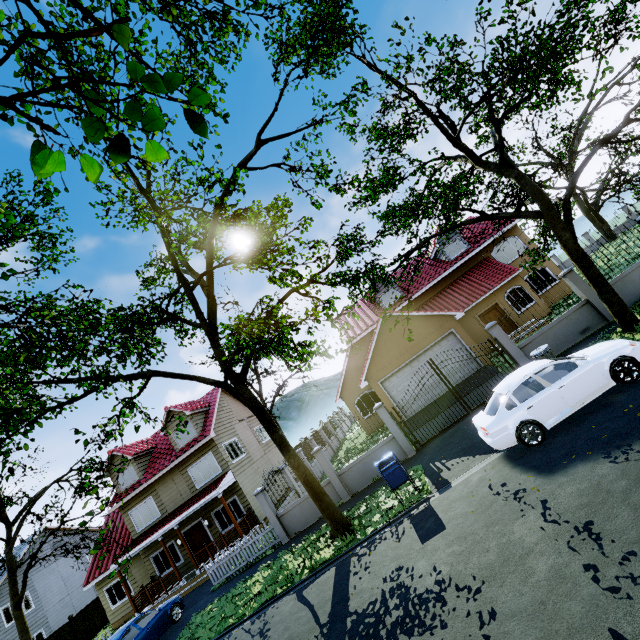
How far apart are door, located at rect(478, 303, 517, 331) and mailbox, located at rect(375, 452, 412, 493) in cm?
1427

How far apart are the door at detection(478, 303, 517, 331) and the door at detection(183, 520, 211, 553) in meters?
21.6 m

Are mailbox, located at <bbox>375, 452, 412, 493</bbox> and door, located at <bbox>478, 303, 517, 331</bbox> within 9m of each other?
no

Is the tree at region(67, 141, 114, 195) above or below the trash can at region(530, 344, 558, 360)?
above

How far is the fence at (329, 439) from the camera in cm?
1366

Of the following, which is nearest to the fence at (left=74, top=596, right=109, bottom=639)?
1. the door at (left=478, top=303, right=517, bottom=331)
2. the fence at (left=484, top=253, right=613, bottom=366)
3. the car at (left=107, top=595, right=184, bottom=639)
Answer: the car at (left=107, top=595, right=184, bottom=639)

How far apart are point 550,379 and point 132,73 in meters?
11.7 m

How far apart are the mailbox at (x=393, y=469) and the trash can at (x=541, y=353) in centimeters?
593cm
